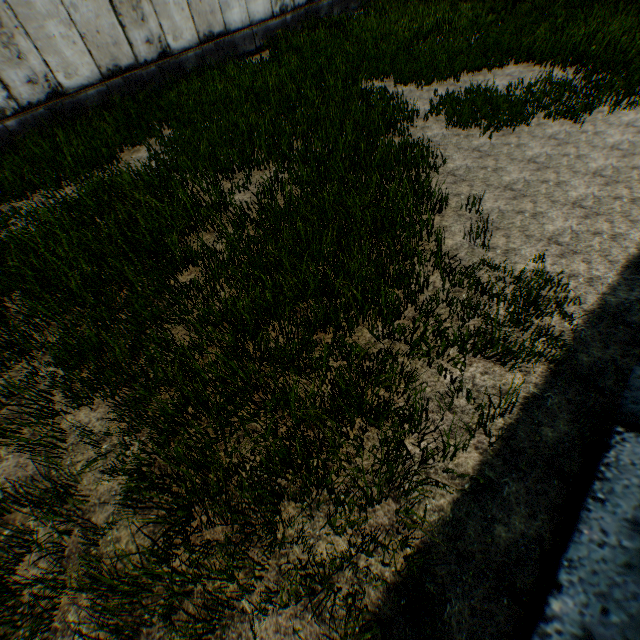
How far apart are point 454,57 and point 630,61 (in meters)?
4.08
